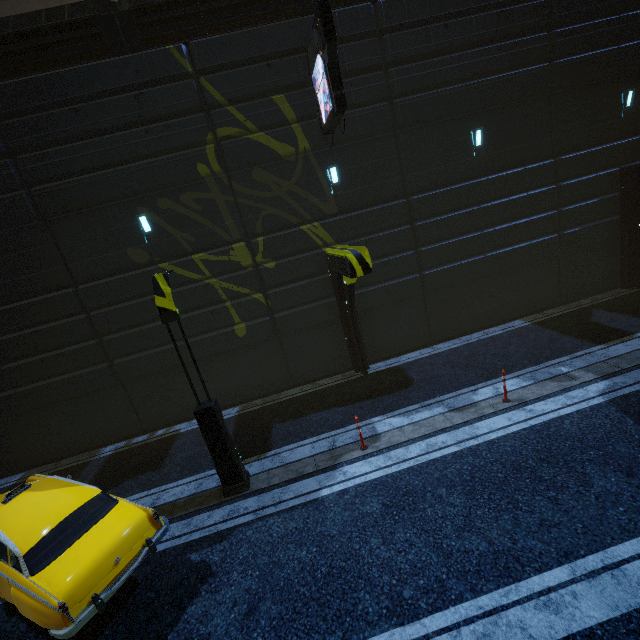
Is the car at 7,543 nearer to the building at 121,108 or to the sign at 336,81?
the building at 121,108

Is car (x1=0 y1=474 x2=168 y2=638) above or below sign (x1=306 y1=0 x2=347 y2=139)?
below

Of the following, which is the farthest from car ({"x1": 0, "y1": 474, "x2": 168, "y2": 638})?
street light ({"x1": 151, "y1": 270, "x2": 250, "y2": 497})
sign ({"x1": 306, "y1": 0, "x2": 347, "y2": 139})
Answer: sign ({"x1": 306, "y1": 0, "x2": 347, "y2": 139})

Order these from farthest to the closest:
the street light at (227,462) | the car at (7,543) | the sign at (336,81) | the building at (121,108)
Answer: the building at (121,108) → the sign at (336,81) → the street light at (227,462) → the car at (7,543)

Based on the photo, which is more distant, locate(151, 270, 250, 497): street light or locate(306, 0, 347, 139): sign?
locate(306, 0, 347, 139): sign

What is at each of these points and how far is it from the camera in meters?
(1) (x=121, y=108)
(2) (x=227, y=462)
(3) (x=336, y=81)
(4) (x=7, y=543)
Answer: (1) building, 9.7 m
(2) street light, 7.8 m
(3) sign, 8.2 m
(4) car, 5.5 m

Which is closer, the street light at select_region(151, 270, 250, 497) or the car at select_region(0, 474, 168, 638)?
the car at select_region(0, 474, 168, 638)

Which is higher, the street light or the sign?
the sign
